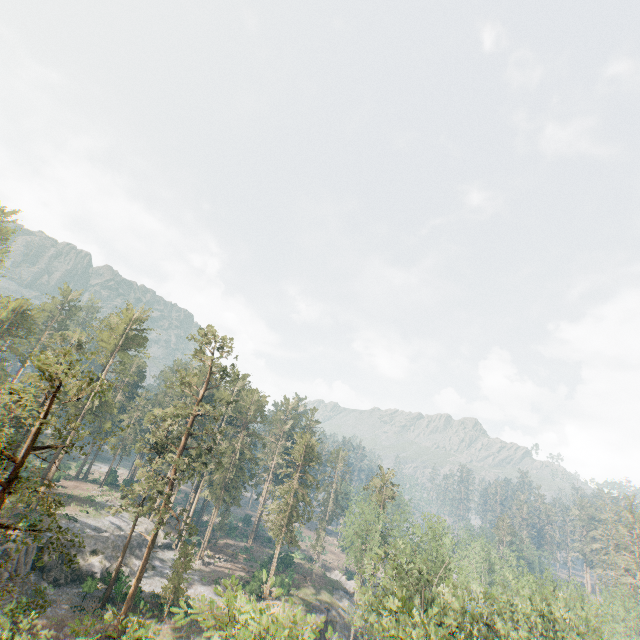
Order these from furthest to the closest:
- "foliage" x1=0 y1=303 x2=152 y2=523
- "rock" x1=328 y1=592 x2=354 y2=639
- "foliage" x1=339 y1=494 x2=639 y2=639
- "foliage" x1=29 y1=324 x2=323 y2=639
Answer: "rock" x1=328 y1=592 x2=354 y2=639
"foliage" x1=339 y1=494 x2=639 y2=639
"foliage" x1=0 y1=303 x2=152 y2=523
"foliage" x1=29 y1=324 x2=323 y2=639

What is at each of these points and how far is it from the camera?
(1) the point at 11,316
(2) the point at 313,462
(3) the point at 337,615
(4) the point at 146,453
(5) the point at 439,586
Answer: (1) foliage, 49.2m
(2) foliage, 53.8m
(3) rock, 52.2m
(4) foliage, 40.7m
(5) foliage, 40.7m

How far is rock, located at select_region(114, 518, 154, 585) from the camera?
41.1 meters

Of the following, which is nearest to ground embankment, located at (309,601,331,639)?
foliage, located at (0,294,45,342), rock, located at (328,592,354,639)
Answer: rock, located at (328,592,354,639)

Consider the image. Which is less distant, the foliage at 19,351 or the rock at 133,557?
the rock at 133,557

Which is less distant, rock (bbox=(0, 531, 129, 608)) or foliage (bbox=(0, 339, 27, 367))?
rock (bbox=(0, 531, 129, 608))
